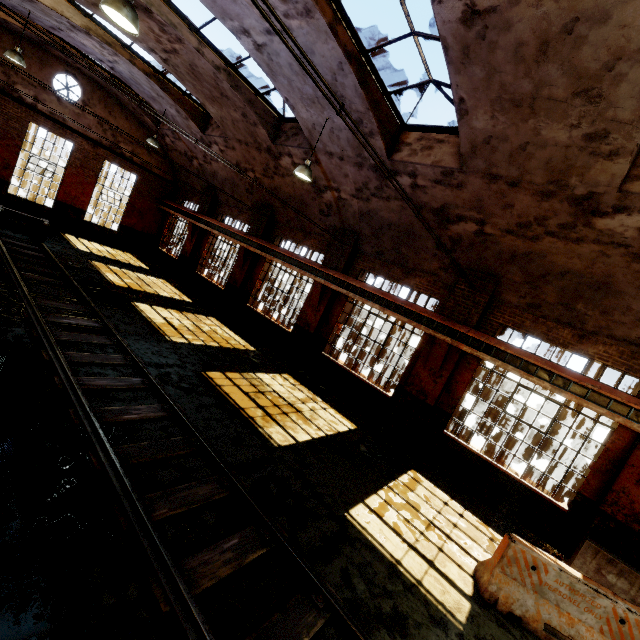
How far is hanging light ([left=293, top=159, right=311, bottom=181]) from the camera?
8.6m

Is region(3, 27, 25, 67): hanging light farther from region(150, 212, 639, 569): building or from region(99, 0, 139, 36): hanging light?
region(99, 0, 139, 36): hanging light

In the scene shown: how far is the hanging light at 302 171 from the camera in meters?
8.6 m

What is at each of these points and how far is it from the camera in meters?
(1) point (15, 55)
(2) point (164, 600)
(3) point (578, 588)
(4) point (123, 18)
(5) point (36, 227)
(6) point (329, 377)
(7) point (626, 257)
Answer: (1) hanging light, 10.6 m
(2) rail track, 3.1 m
(3) concrete barricade, 4.9 m
(4) hanging light, 5.0 m
(5) rail track end, 13.4 m
(6) building, 12.0 m
(7) building, 6.6 m

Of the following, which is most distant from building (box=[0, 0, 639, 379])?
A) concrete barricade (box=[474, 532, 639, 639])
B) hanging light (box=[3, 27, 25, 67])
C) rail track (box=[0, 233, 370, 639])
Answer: rail track (box=[0, 233, 370, 639])

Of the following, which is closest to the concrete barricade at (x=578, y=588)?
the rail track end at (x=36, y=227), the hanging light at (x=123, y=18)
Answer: the hanging light at (x=123, y=18)

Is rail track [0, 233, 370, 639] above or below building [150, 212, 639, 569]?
below

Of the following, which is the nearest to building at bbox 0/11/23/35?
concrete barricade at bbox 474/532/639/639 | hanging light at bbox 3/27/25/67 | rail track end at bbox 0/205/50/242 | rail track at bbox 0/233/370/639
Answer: hanging light at bbox 3/27/25/67
